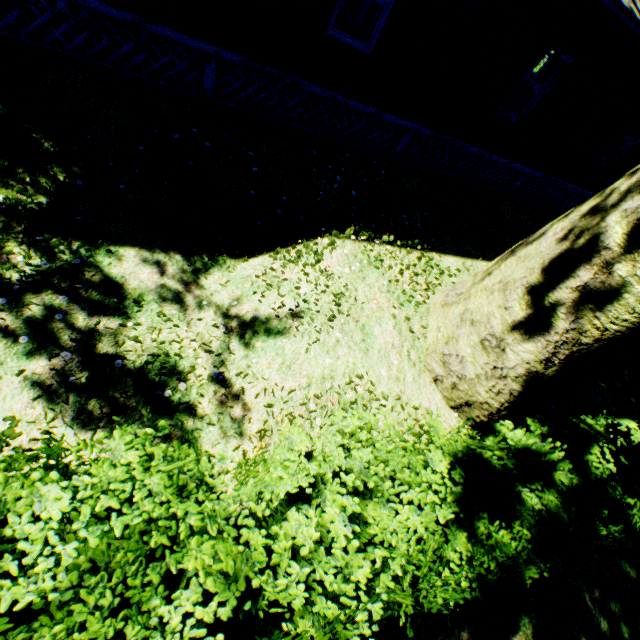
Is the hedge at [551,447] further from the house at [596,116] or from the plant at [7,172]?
the house at [596,116]

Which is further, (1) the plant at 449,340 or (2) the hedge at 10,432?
Answer: (1) the plant at 449,340

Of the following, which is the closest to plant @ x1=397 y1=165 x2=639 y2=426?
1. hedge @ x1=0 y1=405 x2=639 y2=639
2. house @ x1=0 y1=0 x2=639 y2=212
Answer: hedge @ x1=0 y1=405 x2=639 y2=639

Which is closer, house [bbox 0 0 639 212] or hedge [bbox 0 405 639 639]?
hedge [bbox 0 405 639 639]

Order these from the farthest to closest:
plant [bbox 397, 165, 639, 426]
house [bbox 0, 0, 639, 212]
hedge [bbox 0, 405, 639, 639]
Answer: house [bbox 0, 0, 639, 212] < plant [bbox 397, 165, 639, 426] < hedge [bbox 0, 405, 639, 639]

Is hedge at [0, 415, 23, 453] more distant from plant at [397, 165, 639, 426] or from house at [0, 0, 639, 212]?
house at [0, 0, 639, 212]

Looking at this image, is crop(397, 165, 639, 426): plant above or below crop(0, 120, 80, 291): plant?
above

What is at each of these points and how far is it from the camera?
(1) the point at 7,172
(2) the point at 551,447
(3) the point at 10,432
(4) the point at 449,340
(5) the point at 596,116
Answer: (1) plant, 4.2 meters
(2) hedge, 3.3 meters
(3) hedge, 1.7 meters
(4) plant, 4.8 meters
(5) house, 9.2 meters
